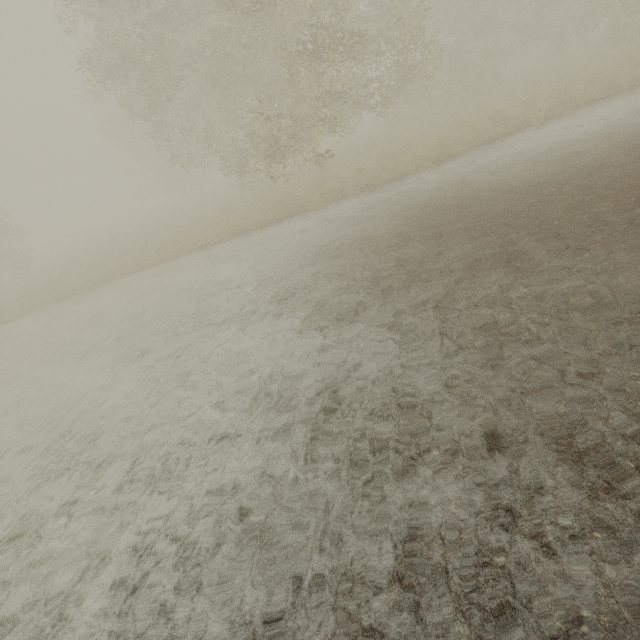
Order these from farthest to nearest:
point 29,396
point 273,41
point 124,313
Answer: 1. point 124,313
2. point 273,41
3. point 29,396
